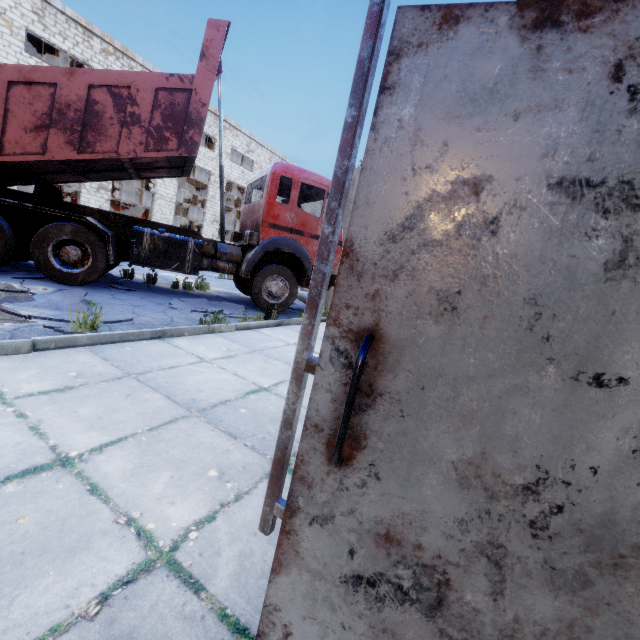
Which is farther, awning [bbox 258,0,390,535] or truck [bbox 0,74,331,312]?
truck [bbox 0,74,331,312]

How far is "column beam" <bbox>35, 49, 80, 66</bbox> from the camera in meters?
20.2

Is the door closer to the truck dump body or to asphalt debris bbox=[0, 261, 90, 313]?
asphalt debris bbox=[0, 261, 90, 313]

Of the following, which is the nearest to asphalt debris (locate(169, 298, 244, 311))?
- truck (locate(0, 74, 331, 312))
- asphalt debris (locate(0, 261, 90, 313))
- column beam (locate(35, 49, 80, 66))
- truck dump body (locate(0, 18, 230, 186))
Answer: truck (locate(0, 74, 331, 312))

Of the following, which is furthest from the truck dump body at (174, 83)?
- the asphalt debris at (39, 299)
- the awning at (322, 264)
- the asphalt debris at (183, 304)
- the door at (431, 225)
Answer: the door at (431, 225)

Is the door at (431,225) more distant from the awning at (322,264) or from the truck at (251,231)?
the truck at (251,231)

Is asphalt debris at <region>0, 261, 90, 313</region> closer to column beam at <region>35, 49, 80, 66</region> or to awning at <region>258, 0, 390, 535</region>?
awning at <region>258, 0, 390, 535</region>

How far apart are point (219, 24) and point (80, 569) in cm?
862
